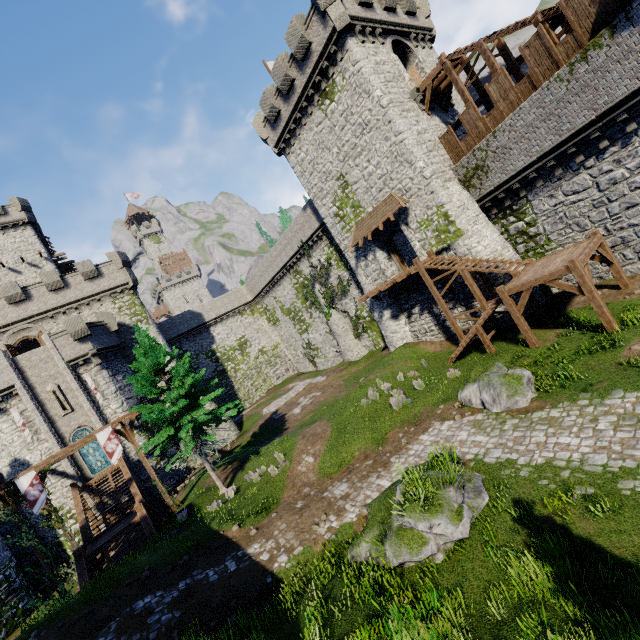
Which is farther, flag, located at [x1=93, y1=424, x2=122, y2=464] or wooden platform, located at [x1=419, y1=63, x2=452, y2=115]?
wooden platform, located at [x1=419, y1=63, x2=452, y2=115]

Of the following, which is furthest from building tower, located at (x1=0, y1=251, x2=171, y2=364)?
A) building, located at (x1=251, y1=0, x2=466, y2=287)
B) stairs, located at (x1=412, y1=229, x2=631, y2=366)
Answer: stairs, located at (x1=412, y1=229, x2=631, y2=366)

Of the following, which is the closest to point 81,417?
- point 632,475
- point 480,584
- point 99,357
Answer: point 99,357

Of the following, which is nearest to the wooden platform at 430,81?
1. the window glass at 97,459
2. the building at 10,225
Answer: the window glass at 97,459

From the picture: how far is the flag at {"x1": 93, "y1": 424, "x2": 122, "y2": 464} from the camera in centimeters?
1838cm

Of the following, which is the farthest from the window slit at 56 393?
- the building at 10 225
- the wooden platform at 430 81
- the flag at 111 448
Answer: the wooden platform at 430 81

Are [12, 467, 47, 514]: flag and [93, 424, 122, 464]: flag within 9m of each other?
yes

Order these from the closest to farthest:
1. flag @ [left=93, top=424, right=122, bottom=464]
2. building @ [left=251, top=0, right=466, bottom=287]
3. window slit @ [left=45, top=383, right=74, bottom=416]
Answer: flag @ [left=93, top=424, right=122, bottom=464], building @ [left=251, top=0, right=466, bottom=287], window slit @ [left=45, top=383, right=74, bottom=416]
